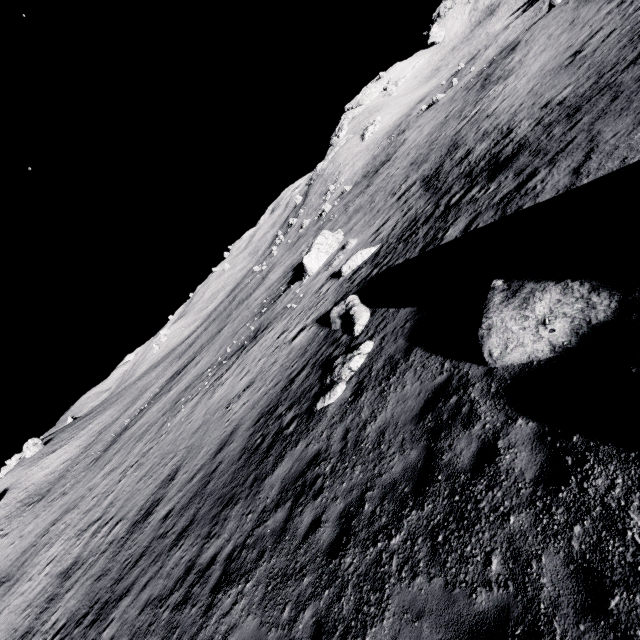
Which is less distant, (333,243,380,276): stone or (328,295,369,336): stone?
(328,295,369,336): stone

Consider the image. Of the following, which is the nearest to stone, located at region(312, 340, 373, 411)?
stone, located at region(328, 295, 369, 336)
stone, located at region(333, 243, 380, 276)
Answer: stone, located at region(328, 295, 369, 336)

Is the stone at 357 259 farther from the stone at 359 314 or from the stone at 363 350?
the stone at 363 350

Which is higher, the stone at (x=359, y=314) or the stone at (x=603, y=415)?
the stone at (x=603, y=415)

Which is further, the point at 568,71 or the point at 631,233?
the point at 568,71

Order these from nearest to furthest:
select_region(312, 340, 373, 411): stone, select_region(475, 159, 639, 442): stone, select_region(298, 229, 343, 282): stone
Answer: select_region(475, 159, 639, 442): stone, select_region(312, 340, 373, 411): stone, select_region(298, 229, 343, 282): stone

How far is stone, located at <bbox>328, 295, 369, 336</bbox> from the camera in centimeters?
1336cm

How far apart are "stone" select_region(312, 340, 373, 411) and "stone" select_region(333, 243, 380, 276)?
10.7 meters
